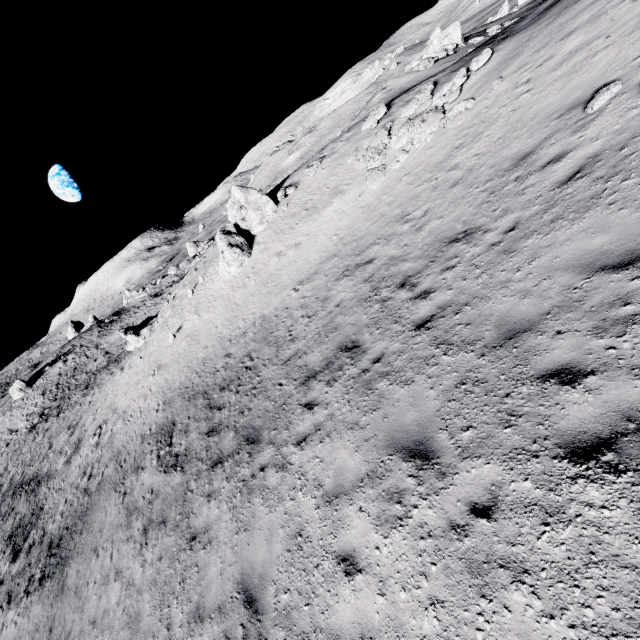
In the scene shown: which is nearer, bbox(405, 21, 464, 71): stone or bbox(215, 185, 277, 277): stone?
bbox(215, 185, 277, 277): stone

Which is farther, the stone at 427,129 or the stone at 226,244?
the stone at 226,244

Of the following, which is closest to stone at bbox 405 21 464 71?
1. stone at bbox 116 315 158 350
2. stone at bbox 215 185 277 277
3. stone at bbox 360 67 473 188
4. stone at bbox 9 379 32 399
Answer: stone at bbox 360 67 473 188

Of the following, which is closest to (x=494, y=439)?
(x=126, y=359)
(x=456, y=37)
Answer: (x=126, y=359)

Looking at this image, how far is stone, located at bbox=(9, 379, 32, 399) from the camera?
46.3 meters

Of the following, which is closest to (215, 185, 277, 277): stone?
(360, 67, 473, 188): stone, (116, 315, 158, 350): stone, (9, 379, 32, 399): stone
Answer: (360, 67, 473, 188): stone

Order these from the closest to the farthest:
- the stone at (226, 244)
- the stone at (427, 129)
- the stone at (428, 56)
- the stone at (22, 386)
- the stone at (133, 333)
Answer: the stone at (427, 129)
the stone at (226, 244)
the stone at (428, 56)
the stone at (133, 333)
the stone at (22, 386)
